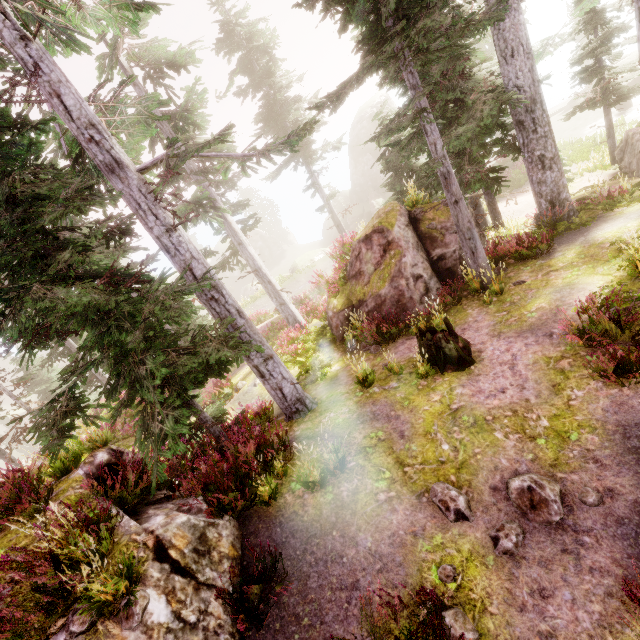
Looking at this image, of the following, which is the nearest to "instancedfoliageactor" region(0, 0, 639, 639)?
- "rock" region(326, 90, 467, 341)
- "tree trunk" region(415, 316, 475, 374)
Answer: "rock" region(326, 90, 467, 341)

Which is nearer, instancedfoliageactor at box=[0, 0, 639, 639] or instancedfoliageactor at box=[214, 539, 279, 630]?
instancedfoliageactor at box=[214, 539, 279, 630]

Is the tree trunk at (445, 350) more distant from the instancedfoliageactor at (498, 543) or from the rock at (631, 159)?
the rock at (631, 159)

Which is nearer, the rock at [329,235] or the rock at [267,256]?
the rock at [329,235]

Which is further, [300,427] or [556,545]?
[300,427]

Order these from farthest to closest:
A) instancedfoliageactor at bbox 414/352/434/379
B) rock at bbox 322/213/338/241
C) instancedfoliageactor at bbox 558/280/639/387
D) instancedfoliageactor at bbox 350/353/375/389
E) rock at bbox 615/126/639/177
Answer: rock at bbox 322/213/338/241 < rock at bbox 615/126/639/177 < instancedfoliageactor at bbox 350/353/375/389 < instancedfoliageactor at bbox 414/352/434/379 < instancedfoliageactor at bbox 558/280/639/387

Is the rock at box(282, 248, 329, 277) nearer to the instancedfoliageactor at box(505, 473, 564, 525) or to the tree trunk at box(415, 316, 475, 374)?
the instancedfoliageactor at box(505, 473, 564, 525)

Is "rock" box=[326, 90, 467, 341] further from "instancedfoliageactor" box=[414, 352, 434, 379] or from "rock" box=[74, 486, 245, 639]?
"rock" box=[74, 486, 245, 639]
